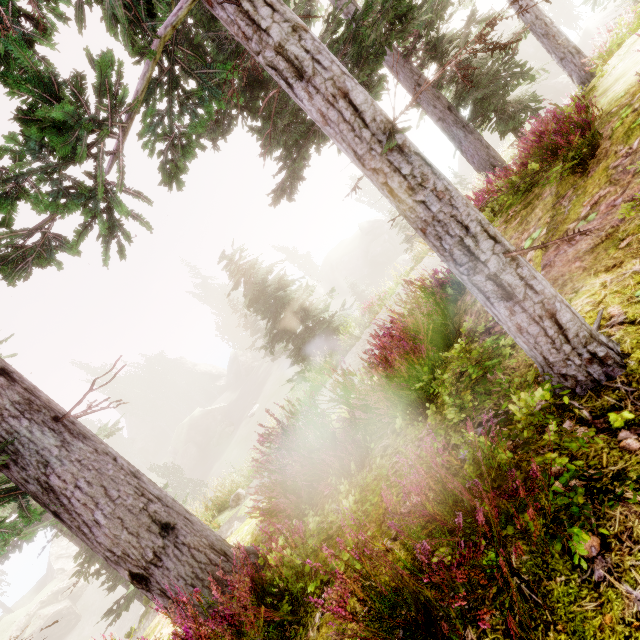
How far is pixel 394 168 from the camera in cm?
178

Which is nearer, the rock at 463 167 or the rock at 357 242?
the rock at 463 167

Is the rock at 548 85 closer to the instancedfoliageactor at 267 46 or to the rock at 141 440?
the instancedfoliageactor at 267 46

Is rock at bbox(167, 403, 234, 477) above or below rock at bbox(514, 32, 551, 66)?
below

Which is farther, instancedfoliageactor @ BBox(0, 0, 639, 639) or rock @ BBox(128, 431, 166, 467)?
rock @ BBox(128, 431, 166, 467)

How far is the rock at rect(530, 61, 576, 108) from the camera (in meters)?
32.00

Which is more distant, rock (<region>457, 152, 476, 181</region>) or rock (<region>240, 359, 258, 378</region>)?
rock (<region>240, 359, 258, 378</region>)
